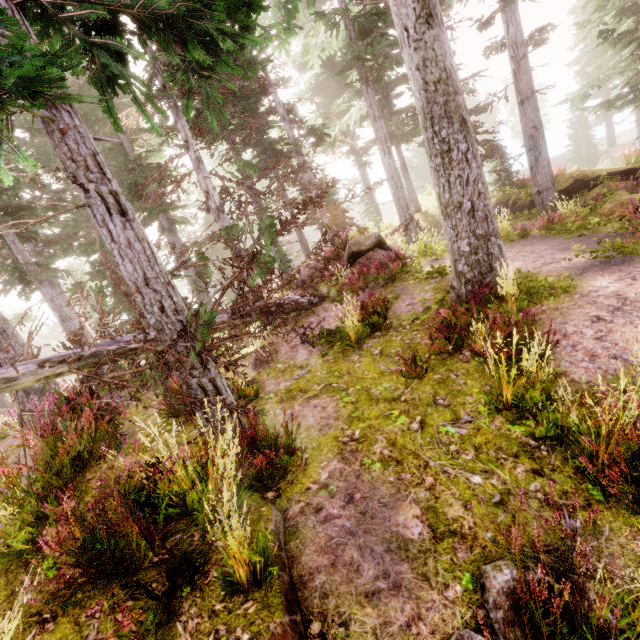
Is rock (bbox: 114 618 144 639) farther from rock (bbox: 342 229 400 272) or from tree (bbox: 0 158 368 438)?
rock (bbox: 342 229 400 272)

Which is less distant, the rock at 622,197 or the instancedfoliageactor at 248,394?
the instancedfoliageactor at 248,394

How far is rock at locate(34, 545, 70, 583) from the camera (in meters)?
2.85

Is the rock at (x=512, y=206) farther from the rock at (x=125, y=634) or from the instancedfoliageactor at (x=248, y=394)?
the rock at (x=125, y=634)

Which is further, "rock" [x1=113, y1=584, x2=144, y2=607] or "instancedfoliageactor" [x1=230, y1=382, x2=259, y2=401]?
"instancedfoliageactor" [x1=230, y1=382, x2=259, y2=401]

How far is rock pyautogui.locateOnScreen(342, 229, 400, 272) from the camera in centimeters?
1274cm

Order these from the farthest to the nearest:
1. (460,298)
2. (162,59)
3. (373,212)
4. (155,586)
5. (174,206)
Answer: (373,212)
(174,206)
(162,59)
(460,298)
(155,586)
